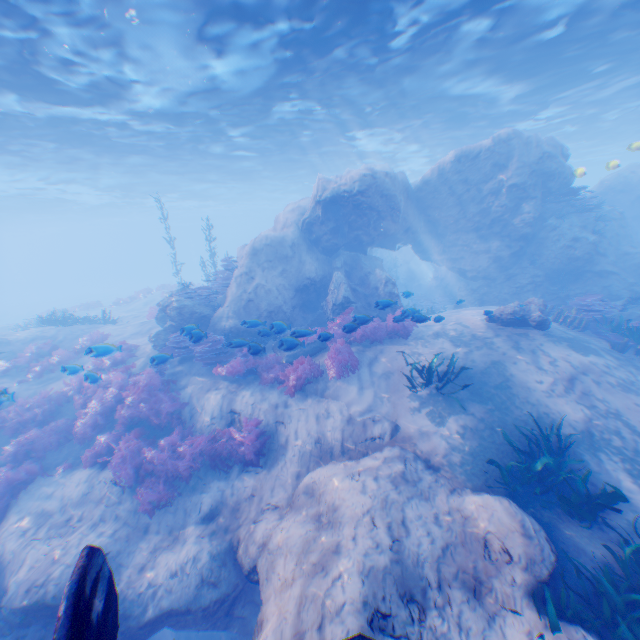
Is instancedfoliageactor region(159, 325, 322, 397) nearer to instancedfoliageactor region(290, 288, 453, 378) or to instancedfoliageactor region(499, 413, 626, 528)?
instancedfoliageactor region(290, 288, 453, 378)

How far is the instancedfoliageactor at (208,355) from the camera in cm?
977

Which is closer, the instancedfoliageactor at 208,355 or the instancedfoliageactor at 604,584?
the instancedfoliageactor at 604,584

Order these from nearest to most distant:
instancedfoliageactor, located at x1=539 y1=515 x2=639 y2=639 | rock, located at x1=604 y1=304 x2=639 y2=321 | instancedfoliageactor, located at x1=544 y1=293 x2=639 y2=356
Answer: instancedfoliageactor, located at x1=539 y1=515 x2=639 y2=639 < instancedfoliageactor, located at x1=544 y1=293 x2=639 y2=356 < rock, located at x1=604 y1=304 x2=639 y2=321

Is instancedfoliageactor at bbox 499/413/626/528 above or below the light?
below

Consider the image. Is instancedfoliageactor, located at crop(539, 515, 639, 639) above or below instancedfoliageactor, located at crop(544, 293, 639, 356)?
below

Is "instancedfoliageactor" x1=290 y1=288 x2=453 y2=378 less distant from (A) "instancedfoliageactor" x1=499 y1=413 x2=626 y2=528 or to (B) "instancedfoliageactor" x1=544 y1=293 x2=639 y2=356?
(B) "instancedfoliageactor" x1=544 y1=293 x2=639 y2=356

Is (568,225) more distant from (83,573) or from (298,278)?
(83,573)
